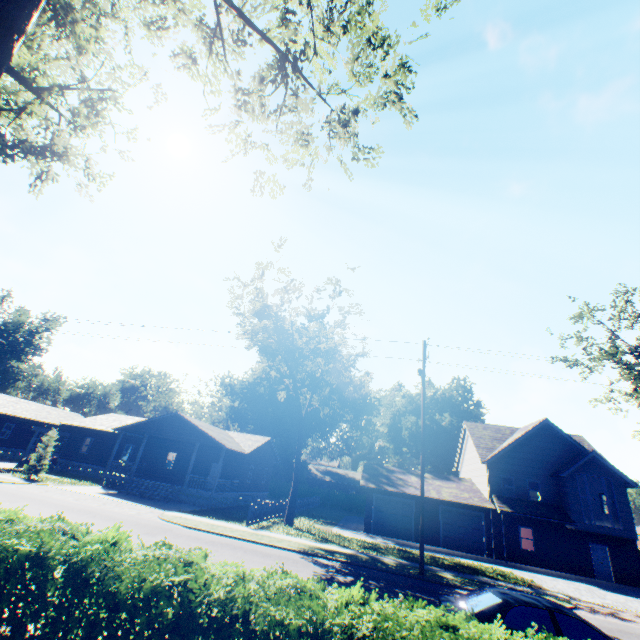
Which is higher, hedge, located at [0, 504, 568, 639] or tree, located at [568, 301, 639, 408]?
tree, located at [568, 301, 639, 408]

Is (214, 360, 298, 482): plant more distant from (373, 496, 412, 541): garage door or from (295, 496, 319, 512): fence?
(373, 496, 412, 541): garage door

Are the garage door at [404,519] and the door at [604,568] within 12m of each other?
no

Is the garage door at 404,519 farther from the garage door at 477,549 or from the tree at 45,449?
the tree at 45,449

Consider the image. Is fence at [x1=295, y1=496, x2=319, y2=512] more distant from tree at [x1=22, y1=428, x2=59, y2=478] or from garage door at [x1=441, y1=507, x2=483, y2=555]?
tree at [x1=22, y1=428, x2=59, y2=478]

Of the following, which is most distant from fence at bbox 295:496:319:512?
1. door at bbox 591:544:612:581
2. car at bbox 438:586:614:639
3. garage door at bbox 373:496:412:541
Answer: door at bbox 591:544:612:581

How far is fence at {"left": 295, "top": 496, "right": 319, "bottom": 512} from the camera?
33.0 meters

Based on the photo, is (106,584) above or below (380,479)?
below
